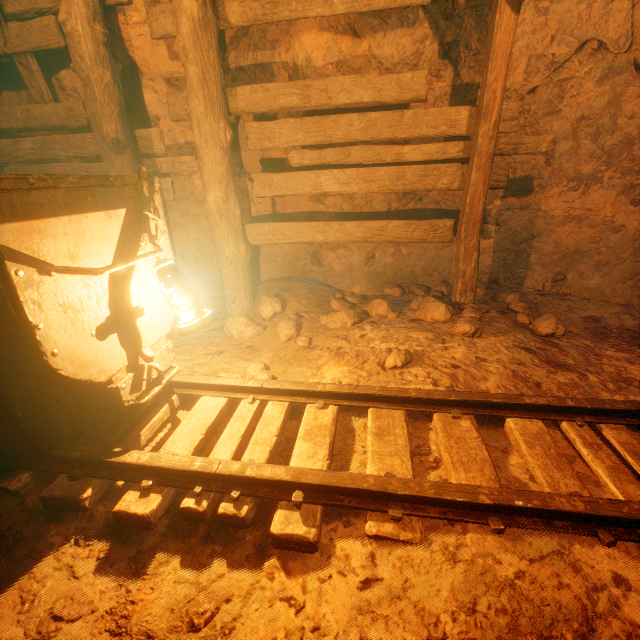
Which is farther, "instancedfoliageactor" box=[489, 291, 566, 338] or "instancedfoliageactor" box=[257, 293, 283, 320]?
"instancedfoliageactor" box=[257, 293, 283, 320]

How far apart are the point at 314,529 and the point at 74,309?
1.4m

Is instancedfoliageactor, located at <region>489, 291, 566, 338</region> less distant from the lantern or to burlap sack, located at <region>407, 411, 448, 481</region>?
burlap sack, located at <region>407, 411, 448, 481</region>

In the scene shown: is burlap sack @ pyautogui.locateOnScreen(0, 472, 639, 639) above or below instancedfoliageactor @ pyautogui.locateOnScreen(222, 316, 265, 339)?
below

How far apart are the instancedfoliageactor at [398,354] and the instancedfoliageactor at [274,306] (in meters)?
1.51

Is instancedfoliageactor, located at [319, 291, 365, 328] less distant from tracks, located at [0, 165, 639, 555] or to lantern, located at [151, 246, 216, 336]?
tracks, located at [0, 165, 639, 555]

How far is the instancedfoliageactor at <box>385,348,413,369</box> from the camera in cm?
254

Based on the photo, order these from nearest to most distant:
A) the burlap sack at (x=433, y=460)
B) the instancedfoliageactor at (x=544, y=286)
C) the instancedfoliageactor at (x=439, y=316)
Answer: the burlap sack at (x=433, y=460), the instancedfoliageactor at (x=439, y=316), the instancedfoliageactor at (x=544, y=286)
